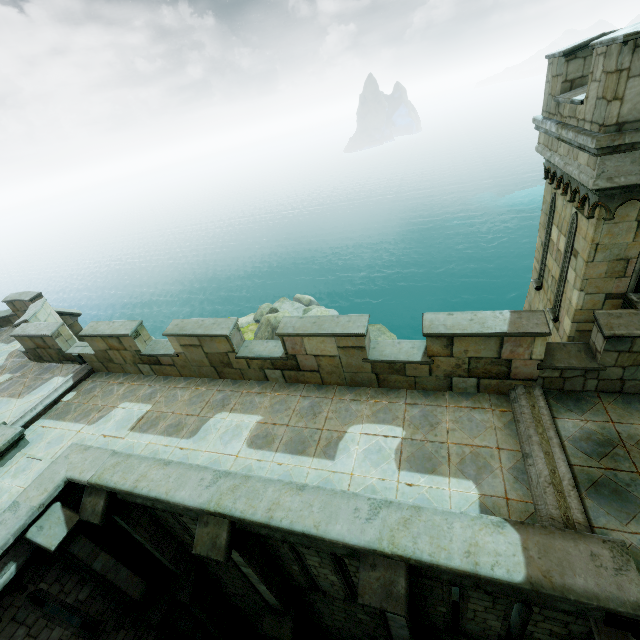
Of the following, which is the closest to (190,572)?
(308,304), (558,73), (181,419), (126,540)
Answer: (126,540)

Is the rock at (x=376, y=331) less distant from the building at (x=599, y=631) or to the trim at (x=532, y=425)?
the building at (x=599, y=631)

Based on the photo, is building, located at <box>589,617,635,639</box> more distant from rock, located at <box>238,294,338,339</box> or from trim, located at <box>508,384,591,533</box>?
rock, located at <box>238,294,338,339</box>

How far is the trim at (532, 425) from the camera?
4.9 meters

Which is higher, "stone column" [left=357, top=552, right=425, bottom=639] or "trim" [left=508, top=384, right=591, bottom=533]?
"trim" [left=508, top=384, right=591, bottom=533]

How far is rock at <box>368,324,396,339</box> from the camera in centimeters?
2295cm

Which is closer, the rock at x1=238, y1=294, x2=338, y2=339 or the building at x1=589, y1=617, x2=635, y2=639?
the building at x1=589, y1=617, x2=635, y2=639
